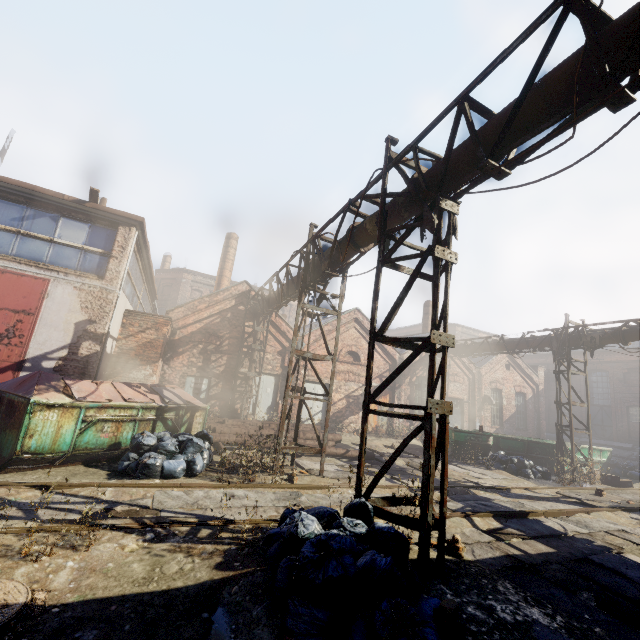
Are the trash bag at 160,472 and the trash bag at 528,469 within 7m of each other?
no

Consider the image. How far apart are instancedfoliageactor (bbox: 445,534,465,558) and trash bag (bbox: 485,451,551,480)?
9.99m

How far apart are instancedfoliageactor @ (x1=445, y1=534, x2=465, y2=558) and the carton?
13.3 meters

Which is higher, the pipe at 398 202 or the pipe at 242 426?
the pipe at 398 202

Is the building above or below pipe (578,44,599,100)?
above

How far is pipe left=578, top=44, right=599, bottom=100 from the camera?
3.41m

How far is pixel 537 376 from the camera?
25.6m

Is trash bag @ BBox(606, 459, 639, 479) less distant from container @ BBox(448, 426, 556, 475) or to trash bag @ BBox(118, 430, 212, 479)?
container @ BBox(448, 426, 556, 475)
